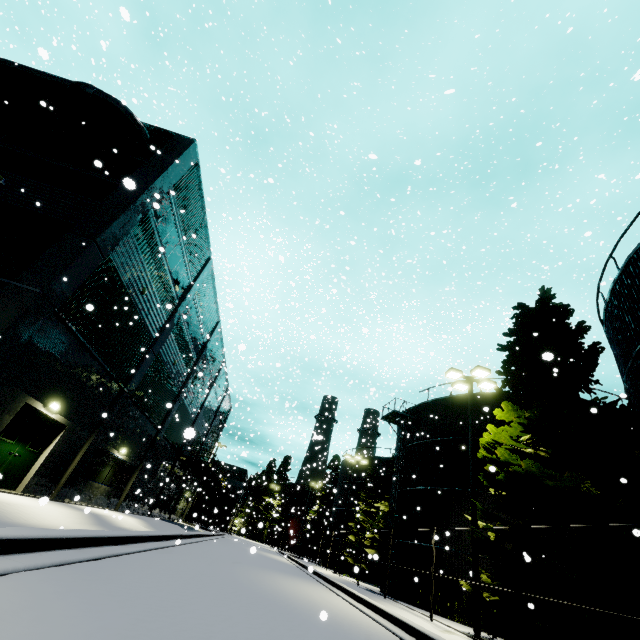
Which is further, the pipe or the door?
the pipe

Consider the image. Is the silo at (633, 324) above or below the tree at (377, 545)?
above

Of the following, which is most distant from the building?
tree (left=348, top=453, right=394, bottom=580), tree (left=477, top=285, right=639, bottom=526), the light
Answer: the light

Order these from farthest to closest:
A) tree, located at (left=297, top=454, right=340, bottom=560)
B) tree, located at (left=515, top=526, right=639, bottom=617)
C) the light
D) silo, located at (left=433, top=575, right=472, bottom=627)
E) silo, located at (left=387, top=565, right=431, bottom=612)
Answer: → tree, located at (left=297, top=454, right=340, bottom=560) → silo, located at (left=387, top=565, right=431, bottom=612) → silo, located at (left=433, top=575, right=472, bottom=627) → the light → tree, located at (left=515, top=526, right=639, bottom=617)

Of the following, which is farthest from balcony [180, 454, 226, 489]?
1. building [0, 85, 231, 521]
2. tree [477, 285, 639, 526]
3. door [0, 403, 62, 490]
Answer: door [0, 403, 62, 490]

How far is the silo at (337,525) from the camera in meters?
36.3

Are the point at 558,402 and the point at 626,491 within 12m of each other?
yes

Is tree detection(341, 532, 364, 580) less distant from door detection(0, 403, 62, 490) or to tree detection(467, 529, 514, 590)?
tree detection(467, 529, 514, 590)
